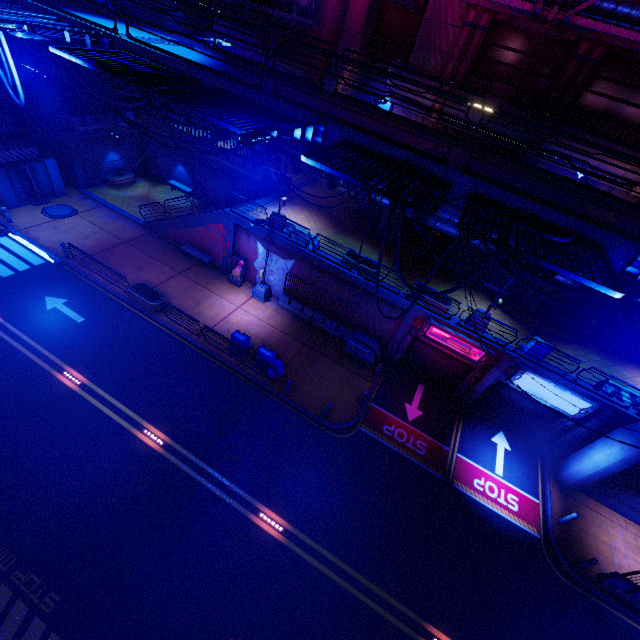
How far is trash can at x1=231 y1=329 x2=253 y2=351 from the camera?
17.48m

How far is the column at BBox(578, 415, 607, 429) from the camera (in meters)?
15.94

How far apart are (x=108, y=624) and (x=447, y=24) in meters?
27.6 m

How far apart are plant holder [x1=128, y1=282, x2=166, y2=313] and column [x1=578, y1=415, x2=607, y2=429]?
23.46m

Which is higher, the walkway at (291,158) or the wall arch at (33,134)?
the walkway at (291,158)

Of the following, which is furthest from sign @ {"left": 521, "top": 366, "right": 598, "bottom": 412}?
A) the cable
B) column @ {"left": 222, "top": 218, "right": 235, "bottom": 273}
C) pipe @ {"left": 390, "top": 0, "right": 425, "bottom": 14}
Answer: pipe @ {"left": 390, "top": 0, "right": 425, "bottom": 14}

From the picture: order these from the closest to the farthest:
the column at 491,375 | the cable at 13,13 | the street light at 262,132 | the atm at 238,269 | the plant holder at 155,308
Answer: the street light at 262,132
the cable at 13,13
the column at 491,375
the plant holder at 155,308
the atm at 238,269

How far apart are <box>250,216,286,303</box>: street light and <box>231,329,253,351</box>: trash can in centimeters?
329cm
